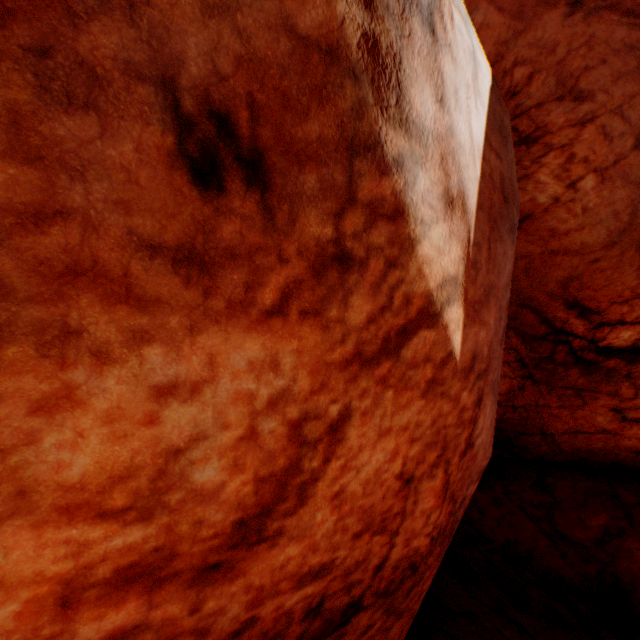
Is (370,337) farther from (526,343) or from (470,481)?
(526,343)
